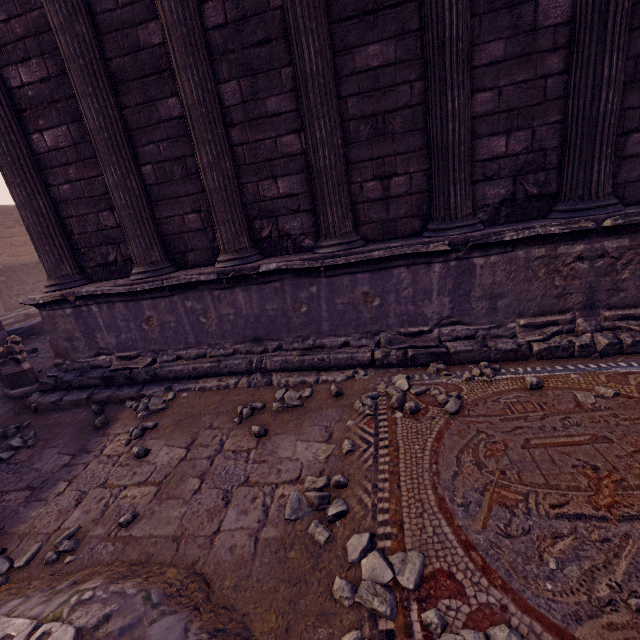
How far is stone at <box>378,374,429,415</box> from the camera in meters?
3.0 m

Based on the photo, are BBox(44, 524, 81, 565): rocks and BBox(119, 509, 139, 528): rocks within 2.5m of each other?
yes

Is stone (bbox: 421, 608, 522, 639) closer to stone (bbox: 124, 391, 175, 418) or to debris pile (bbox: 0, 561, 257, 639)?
debris pile (bbox: 0, 561, 257, 639)

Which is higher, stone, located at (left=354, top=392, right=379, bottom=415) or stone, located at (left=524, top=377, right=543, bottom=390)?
stone, located at (left=524, top=377, right=543, bottom=390)

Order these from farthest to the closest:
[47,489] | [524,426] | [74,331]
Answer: [74,331] < [47,489] < [524,426]

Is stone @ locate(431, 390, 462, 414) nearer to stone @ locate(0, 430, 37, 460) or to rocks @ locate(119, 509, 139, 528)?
rocks @ locate(119, 509, 139, 528)

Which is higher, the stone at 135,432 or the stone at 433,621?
the stone at 433,621

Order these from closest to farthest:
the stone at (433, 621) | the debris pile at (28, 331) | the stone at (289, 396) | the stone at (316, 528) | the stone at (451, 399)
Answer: the stone at (433, 621), the stone at (316, 528), the stone at (451, 399), the stone at (289, 396), the debris pile at (28, 331)
